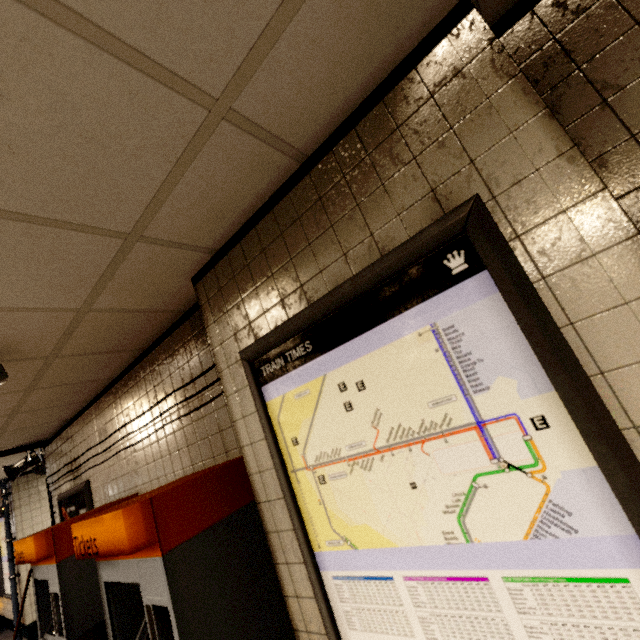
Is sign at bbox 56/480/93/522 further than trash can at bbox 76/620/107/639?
Yes

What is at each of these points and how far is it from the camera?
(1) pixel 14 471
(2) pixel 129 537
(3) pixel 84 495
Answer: (1) loudspeaker, 4.6m
(2) ticket machine, 1.4m
(3) sign, 3.7m

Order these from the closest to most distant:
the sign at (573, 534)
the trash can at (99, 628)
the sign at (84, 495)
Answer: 1. the sign at (573, 534)
2. the trash can at (99, 628)
3. the sign at (84, 495)

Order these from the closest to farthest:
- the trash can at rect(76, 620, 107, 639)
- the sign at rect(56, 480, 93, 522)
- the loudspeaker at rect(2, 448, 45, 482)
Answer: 1. the trash can at rect(76, 620, 107, 639)
2. the sign at rect(56, 480, 93, 522)
3. the loudspeaker at rect(2, 448, 45, 482)

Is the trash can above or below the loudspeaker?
below

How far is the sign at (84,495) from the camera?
3.7m

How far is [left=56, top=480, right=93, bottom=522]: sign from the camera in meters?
3.7 m

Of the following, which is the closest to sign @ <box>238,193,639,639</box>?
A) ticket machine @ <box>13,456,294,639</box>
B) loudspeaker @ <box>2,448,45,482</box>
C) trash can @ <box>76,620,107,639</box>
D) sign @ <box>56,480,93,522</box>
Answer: ticket machine @ <box>13,456,294,639</box>
